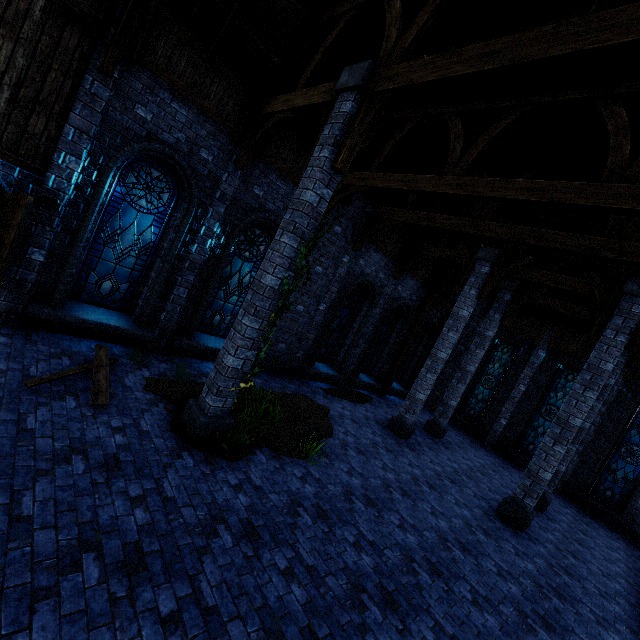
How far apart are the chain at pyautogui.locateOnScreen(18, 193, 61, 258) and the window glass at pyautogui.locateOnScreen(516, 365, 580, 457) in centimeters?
1953cm

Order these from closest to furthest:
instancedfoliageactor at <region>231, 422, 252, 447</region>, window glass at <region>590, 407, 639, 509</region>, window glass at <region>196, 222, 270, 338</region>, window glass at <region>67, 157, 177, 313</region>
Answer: instancedfoliageactor at <region>231, 422, 252, 447</region>
window glass at <region>67, 157, 177, 313</region>
window glass at <region>196, 222, 270, 338</region>
window glass at <region>590, 407, 639, 509</region>

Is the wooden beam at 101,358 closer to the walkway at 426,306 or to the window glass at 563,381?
the walkway at 426,306

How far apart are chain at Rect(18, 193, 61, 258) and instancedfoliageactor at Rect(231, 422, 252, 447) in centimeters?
532cm

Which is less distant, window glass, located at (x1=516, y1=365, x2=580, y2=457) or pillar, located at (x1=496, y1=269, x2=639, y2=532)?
pillar, located at (x1=496, y1=269, x2=639, y2=532)

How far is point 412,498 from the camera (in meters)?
7.48

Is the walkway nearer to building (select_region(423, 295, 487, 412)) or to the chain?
building (select_region(423, 295, 487, 412))

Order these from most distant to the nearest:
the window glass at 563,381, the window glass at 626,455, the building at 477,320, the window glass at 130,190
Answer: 1. the building at 477,320
2. the window glass at 563,381
3. the window glass at 626,455
4. the window glass at 130,190
